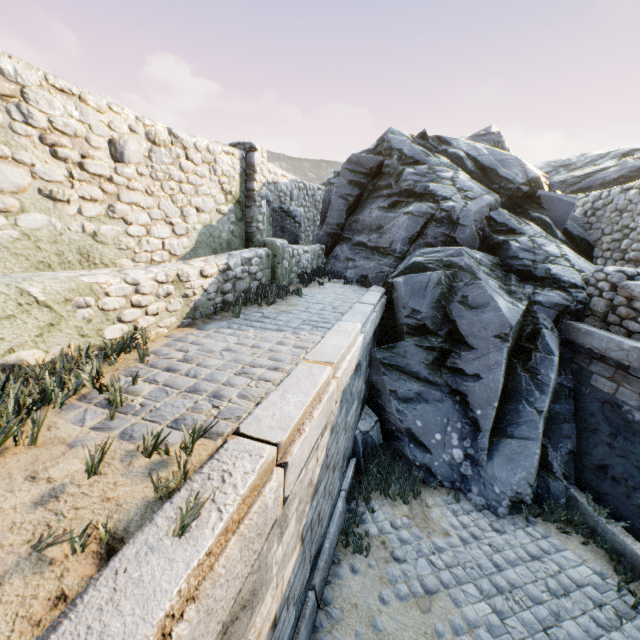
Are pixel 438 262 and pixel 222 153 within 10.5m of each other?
yes

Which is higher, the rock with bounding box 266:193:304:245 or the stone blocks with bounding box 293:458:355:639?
the rock with bounding box 266:193:304:245

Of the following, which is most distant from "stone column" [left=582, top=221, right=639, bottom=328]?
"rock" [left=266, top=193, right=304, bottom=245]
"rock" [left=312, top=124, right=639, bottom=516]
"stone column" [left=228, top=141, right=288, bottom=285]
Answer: "rock" [left=266, top=193, right=304, bottom=245]

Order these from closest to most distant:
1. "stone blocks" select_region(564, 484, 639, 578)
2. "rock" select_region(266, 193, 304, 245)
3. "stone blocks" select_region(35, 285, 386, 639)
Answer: "stone blocks" select_region(35, 285, 386, 639) < "stone blocks" select_region(564, 484, 639, 578) < "rock" select_region(266, 193, 304, 245)

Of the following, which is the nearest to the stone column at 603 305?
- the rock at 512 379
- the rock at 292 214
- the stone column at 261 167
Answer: the rock at 512 379

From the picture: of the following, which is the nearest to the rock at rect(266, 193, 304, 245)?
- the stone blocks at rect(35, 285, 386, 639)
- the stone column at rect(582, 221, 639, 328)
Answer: the stone blocks at rect(35, 285, 386, 639)

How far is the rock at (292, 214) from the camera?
8.8 meters

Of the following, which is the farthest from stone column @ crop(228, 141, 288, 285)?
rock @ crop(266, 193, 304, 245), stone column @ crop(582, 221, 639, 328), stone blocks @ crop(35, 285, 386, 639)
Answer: stone column @ crop(582, 221, 639, 328)
